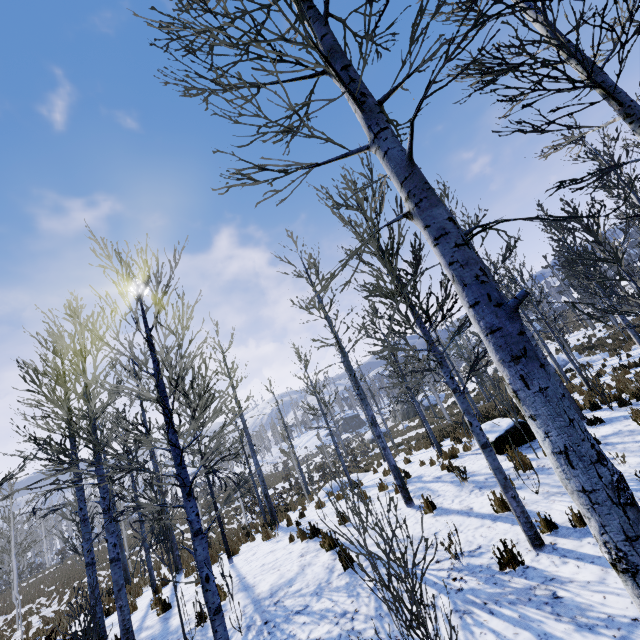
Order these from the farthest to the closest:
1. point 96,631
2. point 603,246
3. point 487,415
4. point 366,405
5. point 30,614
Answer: point 30,614, point 487,415, point 366,405, point 603,246, point 96,631

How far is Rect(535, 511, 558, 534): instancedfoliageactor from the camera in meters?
4.9 m

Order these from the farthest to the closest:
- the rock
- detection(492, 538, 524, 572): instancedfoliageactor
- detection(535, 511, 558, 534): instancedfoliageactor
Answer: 1. the rock
2. detection(535, 511, 558, 534): instancedfoliageactor
3. detection(492, 538, 524, 572): instancedfoliageactor

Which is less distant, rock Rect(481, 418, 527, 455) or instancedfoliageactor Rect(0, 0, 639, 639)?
instancedfoliageactor Rect(0, 0, 639, 639)

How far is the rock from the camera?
9.3m

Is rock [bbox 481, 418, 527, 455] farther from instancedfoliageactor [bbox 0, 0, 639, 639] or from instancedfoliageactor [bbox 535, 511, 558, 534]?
instancedfoliageactor [bbox 535, 511, 558, 534]

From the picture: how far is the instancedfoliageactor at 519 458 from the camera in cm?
627

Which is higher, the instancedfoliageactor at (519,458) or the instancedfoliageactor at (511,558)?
the instancedfoliageactor at (519,458)
